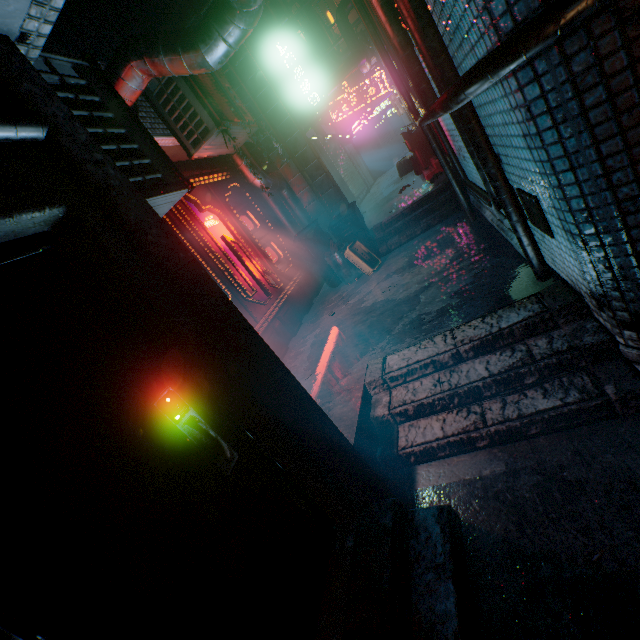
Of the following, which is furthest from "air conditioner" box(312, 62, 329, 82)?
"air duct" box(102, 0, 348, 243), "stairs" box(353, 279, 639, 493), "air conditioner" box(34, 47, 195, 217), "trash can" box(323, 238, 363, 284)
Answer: "stairs" box(353, 279, 639, 493)

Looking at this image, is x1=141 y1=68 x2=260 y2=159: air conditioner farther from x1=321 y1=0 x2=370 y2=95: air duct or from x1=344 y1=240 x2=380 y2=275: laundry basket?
x1=321 y1=0 x2=370 y2=95: air duct

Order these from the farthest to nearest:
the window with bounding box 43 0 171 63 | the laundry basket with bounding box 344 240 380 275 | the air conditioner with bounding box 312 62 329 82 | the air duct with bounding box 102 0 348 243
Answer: the air conditioner with bounding box 312 62 329 82
the laundry basket with bounding box 344 240 380 275
the window with bounding box 43 0 171 63
the air duct with bounding box 102 0 348 243

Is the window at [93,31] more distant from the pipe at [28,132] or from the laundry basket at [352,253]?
the laundry basket at [352,253]

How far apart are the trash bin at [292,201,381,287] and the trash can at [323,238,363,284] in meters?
0.0 m

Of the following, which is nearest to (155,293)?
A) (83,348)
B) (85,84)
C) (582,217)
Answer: (83,348)

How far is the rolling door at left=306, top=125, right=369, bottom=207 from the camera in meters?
10.3

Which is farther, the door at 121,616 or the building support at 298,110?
the building support at 298,110
